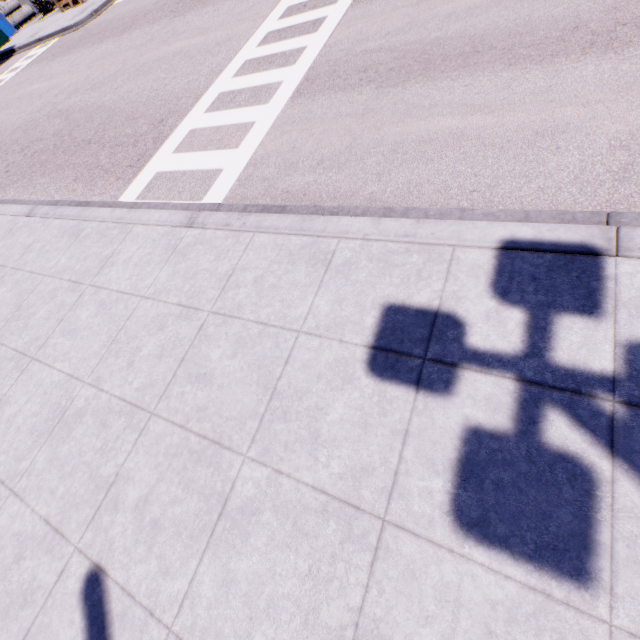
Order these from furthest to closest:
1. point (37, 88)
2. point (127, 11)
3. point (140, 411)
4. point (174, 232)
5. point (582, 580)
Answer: point (127, 11)
point (37, 88)
point (174, 232)
point (140, 411)
point (582, 580)
